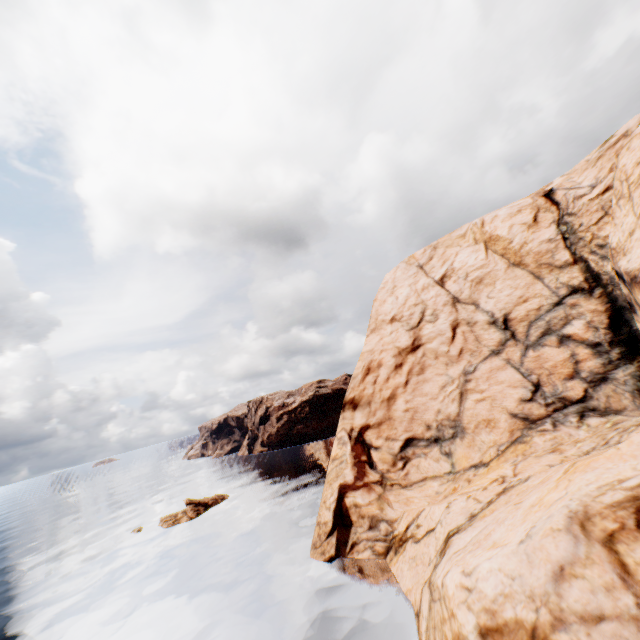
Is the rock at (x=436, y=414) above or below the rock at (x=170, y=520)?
above

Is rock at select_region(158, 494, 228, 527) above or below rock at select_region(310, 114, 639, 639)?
below

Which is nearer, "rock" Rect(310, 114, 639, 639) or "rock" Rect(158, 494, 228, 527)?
"rock" Rect(310, 114, 639, 639)

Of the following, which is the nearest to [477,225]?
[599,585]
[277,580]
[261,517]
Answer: [599,585]

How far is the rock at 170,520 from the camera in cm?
4511

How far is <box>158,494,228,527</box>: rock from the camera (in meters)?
45.11
